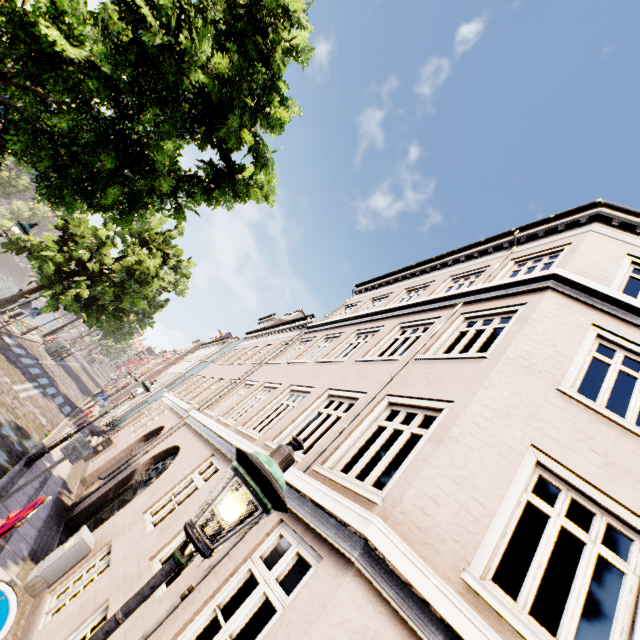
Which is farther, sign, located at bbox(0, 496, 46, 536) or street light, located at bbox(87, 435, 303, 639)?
sign, located at bbox(0, 496, 46, 536)

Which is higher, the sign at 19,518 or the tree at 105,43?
the tree at 105,43

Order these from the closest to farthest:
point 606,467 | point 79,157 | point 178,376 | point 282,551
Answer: point 606,467 → point 79,157 → point 282,551 → point 178,376

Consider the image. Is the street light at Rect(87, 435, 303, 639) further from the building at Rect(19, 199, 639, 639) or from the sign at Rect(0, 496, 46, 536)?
the sign at Rect(0, 496, 46, 536)

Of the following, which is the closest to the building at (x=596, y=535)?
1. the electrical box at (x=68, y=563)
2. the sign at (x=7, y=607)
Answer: the electrical box at (x=68, y=563)

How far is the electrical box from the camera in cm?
605

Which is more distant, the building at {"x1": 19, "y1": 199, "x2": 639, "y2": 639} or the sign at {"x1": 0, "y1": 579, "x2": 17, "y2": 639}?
the building at {"x1": 19, "y1": 199, "x2": 639, "y2": 639}

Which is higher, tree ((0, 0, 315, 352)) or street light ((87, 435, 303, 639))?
tree ((0, 0, 315, 352))
